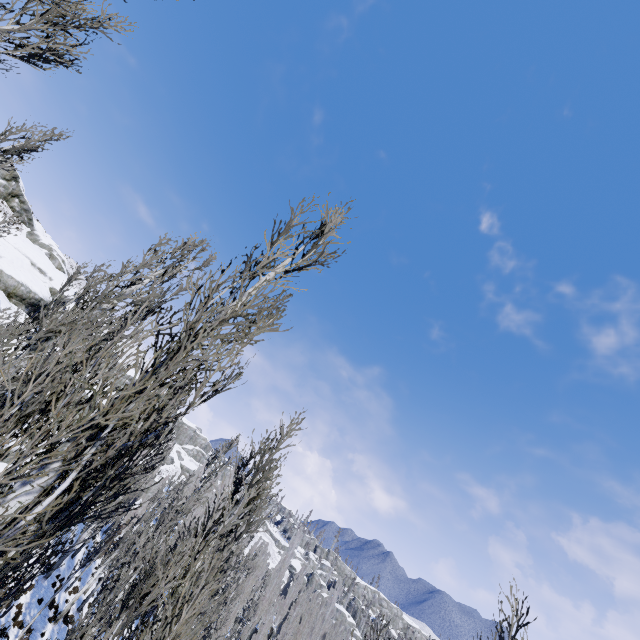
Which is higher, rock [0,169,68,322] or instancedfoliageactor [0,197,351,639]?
rock [0,169,68,322]

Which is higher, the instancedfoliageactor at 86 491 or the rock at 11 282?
the rock at 11 282

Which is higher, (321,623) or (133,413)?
(321,623)

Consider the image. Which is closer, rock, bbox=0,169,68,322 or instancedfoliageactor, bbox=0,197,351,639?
instancedfoliageactor, bbox=0,197,351,639

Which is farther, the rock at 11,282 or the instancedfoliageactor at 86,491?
the rock at 11,282
